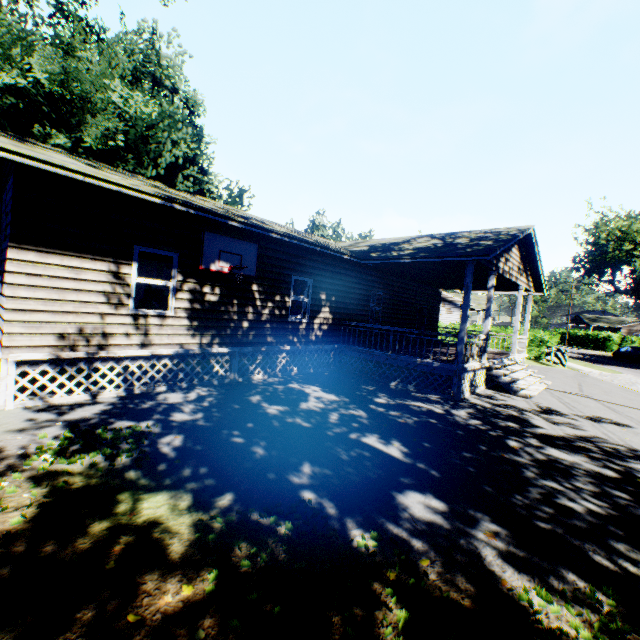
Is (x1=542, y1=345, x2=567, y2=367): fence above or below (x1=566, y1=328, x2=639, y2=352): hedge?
below

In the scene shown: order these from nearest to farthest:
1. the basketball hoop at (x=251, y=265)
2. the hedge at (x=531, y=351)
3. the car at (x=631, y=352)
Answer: the basketball hoop at (x=251, y=265) → the hedge at (x=531, y=351) → the car at (x=631, y=352)

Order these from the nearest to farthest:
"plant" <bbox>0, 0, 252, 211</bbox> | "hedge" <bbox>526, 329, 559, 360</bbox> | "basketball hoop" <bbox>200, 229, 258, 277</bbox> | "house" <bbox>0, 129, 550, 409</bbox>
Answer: "house" <bbox>0, 129, 550, 409</bbox> < "basketball hoop" <bbox>200, 229, 258, 277</bbox> < "plant" <bbox>0, 0, 252, 211</bbox> < "hedge" <bbox>526, 329, 559, 360</bbox>

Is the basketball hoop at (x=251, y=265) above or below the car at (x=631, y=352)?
above

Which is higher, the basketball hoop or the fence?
the basketball hoop

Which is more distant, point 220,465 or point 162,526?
point 220,465

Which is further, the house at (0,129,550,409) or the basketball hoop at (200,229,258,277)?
the basketball hoop at (200,229,258,277)

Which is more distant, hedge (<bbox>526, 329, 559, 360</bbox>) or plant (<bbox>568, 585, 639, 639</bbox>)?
hedge (<bbox>526, 329, 559, 360</bbox>)
